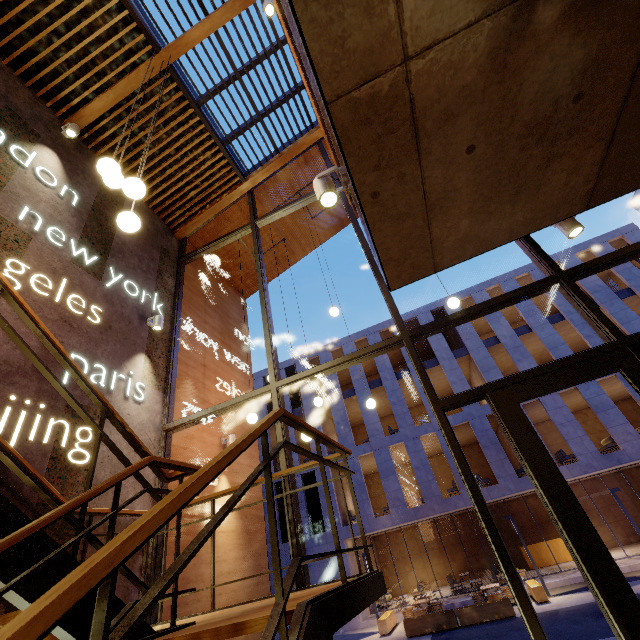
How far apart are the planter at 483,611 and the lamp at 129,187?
16.39m

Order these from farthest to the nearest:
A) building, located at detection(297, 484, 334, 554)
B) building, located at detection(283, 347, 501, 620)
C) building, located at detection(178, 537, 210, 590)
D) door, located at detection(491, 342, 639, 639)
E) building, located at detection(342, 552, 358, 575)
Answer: building, located at detection(297, 484, 334, 554), building, located at detection(283, 347, 501, 620), building, located at detection(342, 552, 358, 575), building, located at detection(178, 537, 210, 590), door, located at detection(491, 342, 639, 639)

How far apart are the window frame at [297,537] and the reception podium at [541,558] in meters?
22.0

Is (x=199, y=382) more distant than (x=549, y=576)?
No

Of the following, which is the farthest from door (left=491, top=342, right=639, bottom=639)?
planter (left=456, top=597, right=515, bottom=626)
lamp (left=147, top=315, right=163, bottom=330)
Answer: planter (left=456, top=597, right=515, bottom=626)

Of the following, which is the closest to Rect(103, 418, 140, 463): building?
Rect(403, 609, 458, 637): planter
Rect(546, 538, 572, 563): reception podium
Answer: Rect(403, 609, 458, 637): planter

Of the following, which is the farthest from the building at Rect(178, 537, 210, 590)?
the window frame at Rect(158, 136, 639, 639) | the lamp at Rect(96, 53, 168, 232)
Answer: the lamp at Rect(96, 53, 168, 232)

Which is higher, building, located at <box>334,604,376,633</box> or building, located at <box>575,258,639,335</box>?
building, located at <box>575,258,639,335</box>
